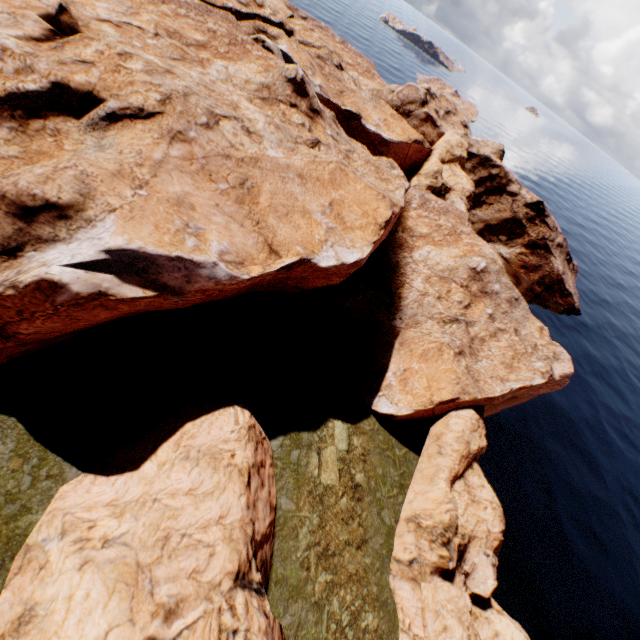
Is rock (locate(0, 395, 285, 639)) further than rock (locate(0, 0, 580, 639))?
No

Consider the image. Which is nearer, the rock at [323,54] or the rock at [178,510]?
the rock at [178,510]

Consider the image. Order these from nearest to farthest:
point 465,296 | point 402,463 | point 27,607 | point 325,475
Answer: point 27,607, point 325,475, point 402,463, point 465,296
